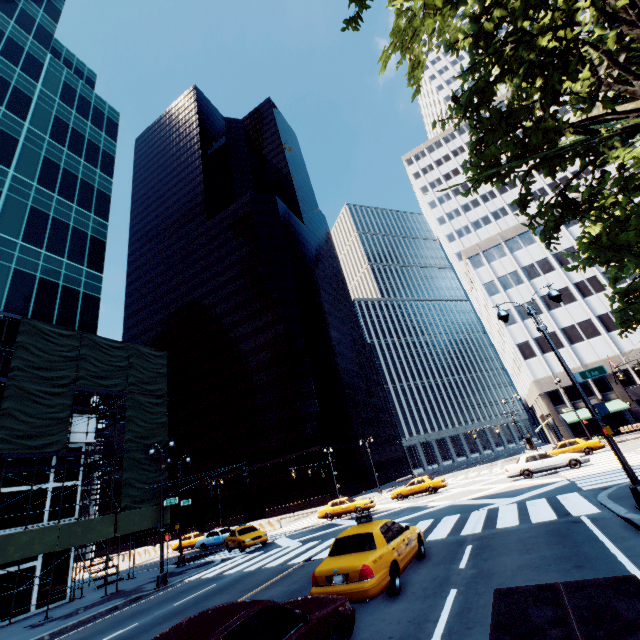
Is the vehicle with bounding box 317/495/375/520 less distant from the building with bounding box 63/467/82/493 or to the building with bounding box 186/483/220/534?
the building with bounding box 63/467/82/493

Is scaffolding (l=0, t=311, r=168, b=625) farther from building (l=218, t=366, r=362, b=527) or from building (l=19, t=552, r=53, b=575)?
building (l=218, t=366, r=362, b=527)

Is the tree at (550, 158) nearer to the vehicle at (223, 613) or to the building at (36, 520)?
the vehicle at (223, 613)

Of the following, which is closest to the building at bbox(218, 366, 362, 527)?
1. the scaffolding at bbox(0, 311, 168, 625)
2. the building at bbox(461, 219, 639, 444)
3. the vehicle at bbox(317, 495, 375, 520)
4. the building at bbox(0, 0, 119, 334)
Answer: the vehicle at bbox(317, 495, 375, 520)

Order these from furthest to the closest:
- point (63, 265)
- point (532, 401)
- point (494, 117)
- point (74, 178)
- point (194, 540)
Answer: point (532, 401) → point (194, 540) → point (74, 178) → point (63, 265) → point (494, 117)

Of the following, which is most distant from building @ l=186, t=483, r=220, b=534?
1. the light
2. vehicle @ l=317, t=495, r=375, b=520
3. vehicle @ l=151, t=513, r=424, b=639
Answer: vehicle @ l=151, t=513, r=424, b=639

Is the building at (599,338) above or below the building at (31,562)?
above

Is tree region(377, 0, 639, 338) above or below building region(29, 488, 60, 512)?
above
